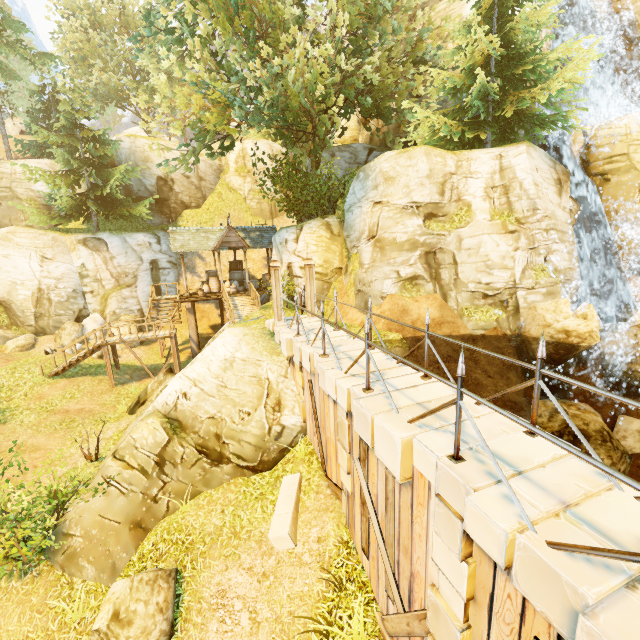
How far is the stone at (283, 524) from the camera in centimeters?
744cm

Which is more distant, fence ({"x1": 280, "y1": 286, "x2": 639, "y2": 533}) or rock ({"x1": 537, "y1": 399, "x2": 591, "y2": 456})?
rock ({"x1": 537, "y1": 399, "x2": 591, "y2": 456})

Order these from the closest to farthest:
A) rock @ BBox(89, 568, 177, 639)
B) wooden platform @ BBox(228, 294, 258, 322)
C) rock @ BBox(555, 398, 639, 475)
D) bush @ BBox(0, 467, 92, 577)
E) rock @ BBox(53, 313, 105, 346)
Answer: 1. rock @ BBox(89, 568, 177, 639)
2. bush @ BBox(0, 467, 92, 577)
3. rock @ BBox(555, 398, 639, 475)
4. wooden platform @ BBox(228, 294, 258, 322)
5. rock @ BBox(53, 313, 105, 346)

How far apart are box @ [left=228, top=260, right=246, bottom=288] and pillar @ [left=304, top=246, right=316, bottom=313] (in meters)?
12.32

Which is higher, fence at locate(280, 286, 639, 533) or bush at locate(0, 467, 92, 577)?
fence at locate(280, 286, 639, 533)

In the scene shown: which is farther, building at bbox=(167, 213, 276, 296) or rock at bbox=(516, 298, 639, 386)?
building at bbox=(167, 213, 276, 296)

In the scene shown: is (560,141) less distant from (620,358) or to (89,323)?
(620,358)

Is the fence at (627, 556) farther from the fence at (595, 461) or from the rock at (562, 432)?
the rock at (562, 432)
